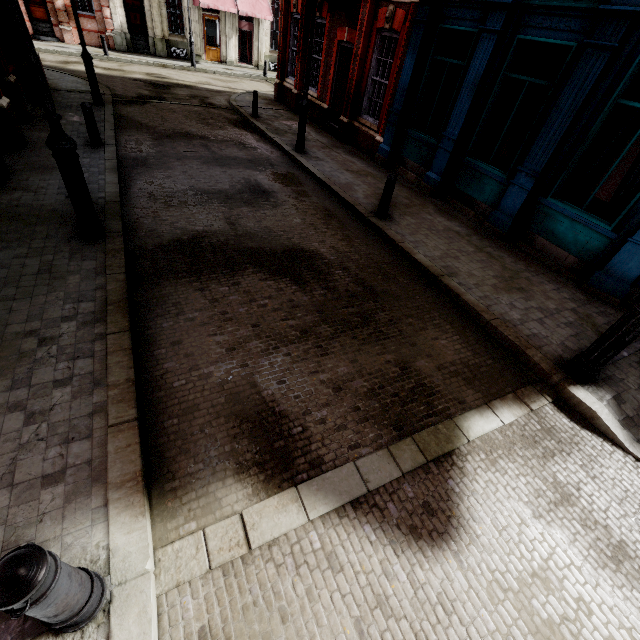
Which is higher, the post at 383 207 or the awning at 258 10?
the awning at 258 10

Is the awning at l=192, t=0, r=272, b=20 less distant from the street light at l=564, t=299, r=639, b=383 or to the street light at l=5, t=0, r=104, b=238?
the street light at l=5, t=0, r=104, b=238

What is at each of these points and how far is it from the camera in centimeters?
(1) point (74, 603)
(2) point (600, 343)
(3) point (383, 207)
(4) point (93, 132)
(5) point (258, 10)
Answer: (1) post, 183cm
(2) street light, 407cm
(3) post, 739cm
(4) post, 814cm
(5) awning, 2214cm

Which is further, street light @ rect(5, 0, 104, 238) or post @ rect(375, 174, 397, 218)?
post @ rect(375, 174, 397, 218)

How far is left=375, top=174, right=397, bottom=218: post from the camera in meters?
7.0

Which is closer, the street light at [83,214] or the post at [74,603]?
the post at [74,603]

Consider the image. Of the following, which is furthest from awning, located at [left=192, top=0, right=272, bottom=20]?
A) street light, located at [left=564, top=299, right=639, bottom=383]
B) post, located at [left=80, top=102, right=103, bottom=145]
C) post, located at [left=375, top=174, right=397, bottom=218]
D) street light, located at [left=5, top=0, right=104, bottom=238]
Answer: street light, located at [left=564, top=299, right=639, bottom=383]

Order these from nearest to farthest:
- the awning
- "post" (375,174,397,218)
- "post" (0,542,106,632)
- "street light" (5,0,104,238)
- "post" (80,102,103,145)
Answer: "post" (0,542,106,632)
"street light" (5,0,104,238)
"post" (375,174,397,218)
"post" (80,102,103,145)
the awning
